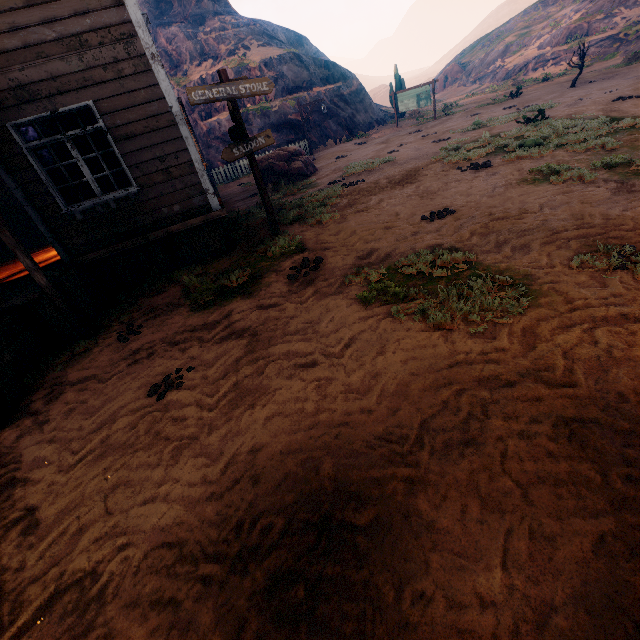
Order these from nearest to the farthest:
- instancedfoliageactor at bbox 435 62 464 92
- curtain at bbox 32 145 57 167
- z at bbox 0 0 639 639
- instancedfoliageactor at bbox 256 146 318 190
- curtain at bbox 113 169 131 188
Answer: z at bbox 0 0 639 639 < curtain at bbox 32 145 57 167 < curtain at bbox 113 169 131 188 < instancedfoliageactor at bbox 256 146 318 190 < instancedfoliageactor at bbox 435 62 464 92

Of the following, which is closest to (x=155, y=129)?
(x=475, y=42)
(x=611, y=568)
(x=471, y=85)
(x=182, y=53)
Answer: (x=611, y=568)

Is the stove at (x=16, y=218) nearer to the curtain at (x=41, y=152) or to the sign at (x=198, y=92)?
the curtain at (x=41, y=152)

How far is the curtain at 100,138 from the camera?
5.91m

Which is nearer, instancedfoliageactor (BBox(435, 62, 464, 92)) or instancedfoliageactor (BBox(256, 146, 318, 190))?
instancedfoliageactor (BBox(256, 146, 318, 190))

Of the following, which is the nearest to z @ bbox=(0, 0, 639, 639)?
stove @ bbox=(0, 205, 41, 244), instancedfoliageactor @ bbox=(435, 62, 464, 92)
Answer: instancedfoliageactor @ bbox=(435, 62, 464, 92)

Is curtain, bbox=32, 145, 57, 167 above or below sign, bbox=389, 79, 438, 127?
above

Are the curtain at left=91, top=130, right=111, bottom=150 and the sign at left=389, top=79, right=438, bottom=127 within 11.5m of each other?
no
